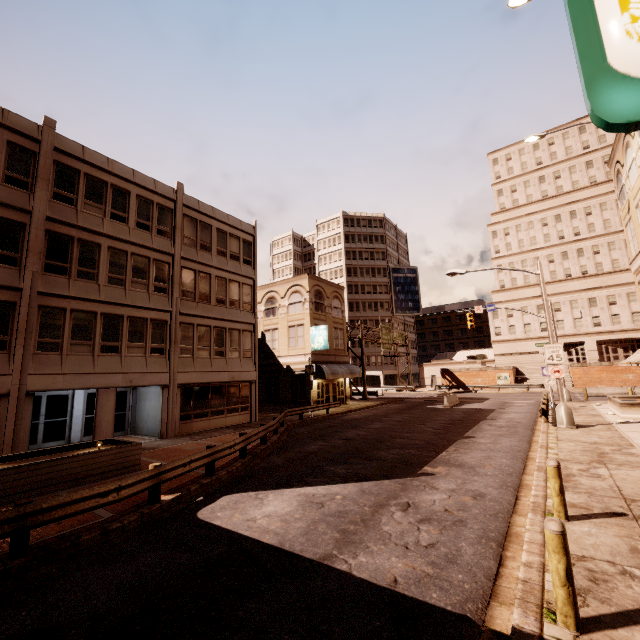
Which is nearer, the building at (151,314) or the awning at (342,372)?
the building at (151,314)

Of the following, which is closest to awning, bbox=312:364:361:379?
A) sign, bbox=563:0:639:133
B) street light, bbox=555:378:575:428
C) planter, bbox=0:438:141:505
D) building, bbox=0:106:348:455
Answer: building, bbox=0:106:348:455

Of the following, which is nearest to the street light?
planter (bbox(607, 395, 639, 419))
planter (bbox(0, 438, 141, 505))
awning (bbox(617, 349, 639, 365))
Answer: awning (bbox(617, 349, 639, 365))

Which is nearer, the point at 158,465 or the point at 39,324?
the point at 158,465

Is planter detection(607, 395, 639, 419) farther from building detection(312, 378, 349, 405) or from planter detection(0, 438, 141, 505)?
planter detection(0, 438, 141, 505)

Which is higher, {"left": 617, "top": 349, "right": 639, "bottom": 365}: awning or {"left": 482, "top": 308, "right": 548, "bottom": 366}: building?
{"left": 482, "top": 308, "right": 548, "bottom": 366}: building

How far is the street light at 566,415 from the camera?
16.64m

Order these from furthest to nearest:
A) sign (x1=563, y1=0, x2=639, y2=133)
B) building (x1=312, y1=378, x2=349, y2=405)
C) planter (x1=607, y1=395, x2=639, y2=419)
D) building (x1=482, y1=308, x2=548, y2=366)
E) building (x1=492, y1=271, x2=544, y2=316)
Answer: building (x1=492, y1=271, x2=544, y2=316), building (x1=482, y1=308, x2=548, y2=366), building (x1=312, y1=378, x2=349, y2=405), planter (x1=607, y1=395, x2=639, y2=419), sign (x1=563, y1=0, x2=639, y2=133)
